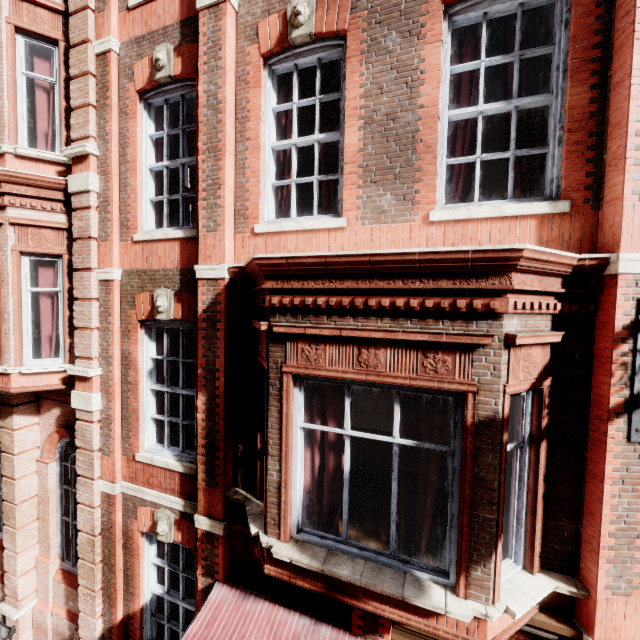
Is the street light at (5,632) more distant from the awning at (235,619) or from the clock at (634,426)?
the clock at (634,426)

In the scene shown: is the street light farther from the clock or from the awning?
the clock

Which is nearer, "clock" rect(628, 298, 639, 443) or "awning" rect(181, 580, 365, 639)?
"clock" rect(628, 298, 639, 443)

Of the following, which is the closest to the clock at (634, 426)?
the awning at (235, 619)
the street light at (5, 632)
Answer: the awning at (235, 619)

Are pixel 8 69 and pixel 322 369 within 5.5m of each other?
no

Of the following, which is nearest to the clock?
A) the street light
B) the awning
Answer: the awning

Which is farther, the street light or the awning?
the awning
